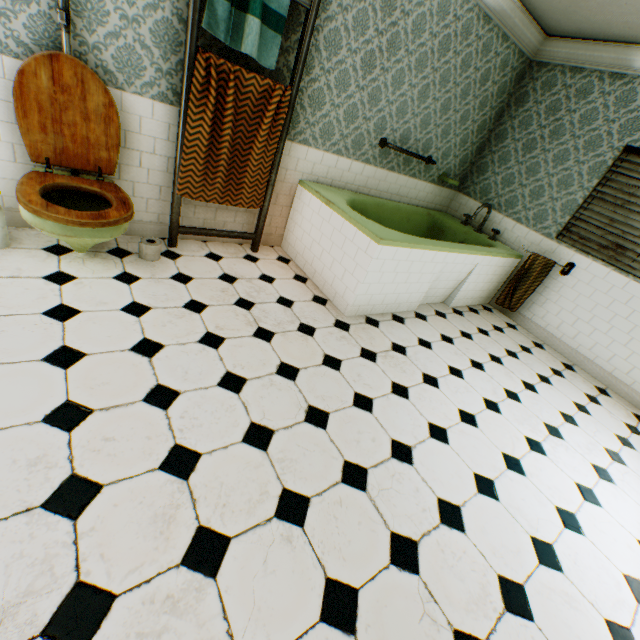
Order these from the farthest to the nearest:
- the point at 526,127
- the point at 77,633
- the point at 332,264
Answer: the point at 526,127, the point at 332,264, the point at 77,633

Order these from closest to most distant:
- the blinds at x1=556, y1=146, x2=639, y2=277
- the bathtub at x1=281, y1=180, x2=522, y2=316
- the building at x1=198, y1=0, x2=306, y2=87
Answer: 1. the building at x1=198, y1=0, x2=306, y2=87
2. the bathtub at x1=281, y1=180, x2=522, y2=316
3. the blinds at x1=556, y1=146, x2=639, y2=277

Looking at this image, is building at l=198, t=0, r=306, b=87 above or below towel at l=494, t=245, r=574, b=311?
above

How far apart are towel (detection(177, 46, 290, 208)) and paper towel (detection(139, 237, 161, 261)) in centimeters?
45cm

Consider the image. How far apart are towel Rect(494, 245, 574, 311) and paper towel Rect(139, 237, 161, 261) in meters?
4.3

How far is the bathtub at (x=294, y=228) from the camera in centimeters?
302cm

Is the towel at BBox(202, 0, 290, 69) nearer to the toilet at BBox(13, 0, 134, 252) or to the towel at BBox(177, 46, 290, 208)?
the towel at BBox(177, 46, 290, 208)

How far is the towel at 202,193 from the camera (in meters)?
2.49
